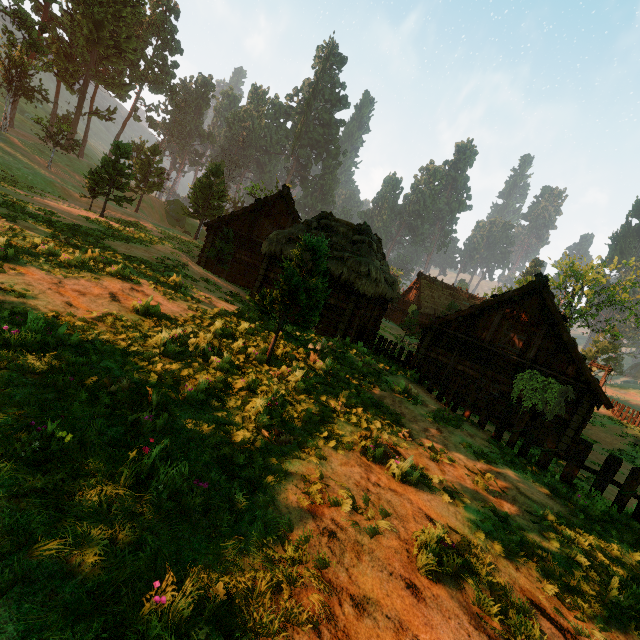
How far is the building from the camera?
15.5m

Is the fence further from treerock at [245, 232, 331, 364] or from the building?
treerock at [245, 232, 331, 364]

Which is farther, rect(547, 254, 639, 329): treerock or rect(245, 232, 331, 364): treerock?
rect(547, 254, 639, 329): treerock

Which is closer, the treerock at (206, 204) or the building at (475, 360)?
the building at (475, 360)

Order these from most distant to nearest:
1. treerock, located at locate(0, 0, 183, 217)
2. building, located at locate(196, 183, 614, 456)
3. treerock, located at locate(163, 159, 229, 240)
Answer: treerock, located at locate(163, 159, 229, 240) < treerock, located at locate(0, 0, 183, 217) < building, located at locate(196, 183, 614, 456)

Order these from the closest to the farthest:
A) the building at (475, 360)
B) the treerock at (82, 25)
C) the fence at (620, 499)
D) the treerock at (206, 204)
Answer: the fence at (620, 499) → the building at (475, 360) → the treerock at (82, 25) → the treerock at (206, 204)

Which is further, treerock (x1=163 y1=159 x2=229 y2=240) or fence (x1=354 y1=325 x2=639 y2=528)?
treerock (x1=163 y1=159 x2=229 y2=240)

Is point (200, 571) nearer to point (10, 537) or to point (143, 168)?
point (10, 537)
